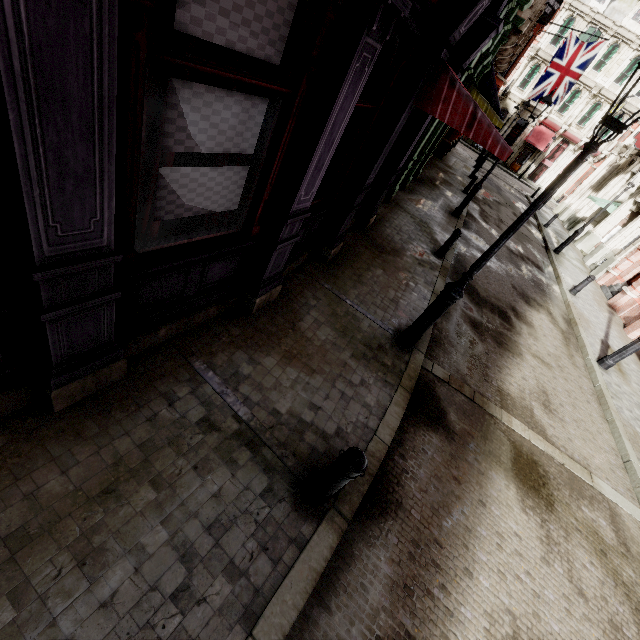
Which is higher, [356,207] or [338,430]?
[356,207]

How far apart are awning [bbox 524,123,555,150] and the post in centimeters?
4462cm

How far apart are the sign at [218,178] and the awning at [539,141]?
43.8m

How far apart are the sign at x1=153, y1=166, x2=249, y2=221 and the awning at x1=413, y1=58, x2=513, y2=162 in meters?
3.4 m

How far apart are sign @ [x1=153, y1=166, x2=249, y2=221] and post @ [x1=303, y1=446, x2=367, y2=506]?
2.7 meters

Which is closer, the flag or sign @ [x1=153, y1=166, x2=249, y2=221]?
sign @ [x1=153, y1=166, x2=249, y2=221]

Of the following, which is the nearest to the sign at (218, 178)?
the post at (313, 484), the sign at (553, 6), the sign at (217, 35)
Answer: the sign at (217, 35)

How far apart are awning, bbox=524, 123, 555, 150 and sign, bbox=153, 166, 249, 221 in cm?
4378
